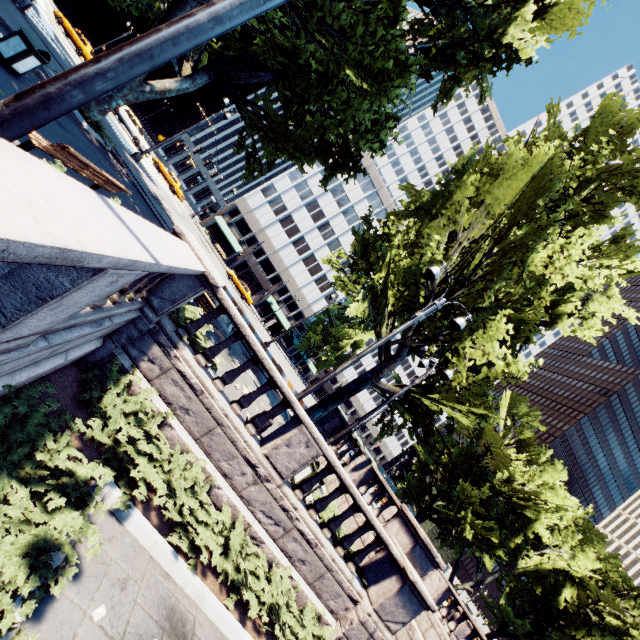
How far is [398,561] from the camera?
8.9 meters

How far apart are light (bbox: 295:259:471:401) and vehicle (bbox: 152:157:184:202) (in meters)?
35.95

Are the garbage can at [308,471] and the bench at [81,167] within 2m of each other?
no

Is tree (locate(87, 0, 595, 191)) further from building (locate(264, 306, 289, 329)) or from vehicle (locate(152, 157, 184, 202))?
vehicle (locate(152, 157, 184, 202))

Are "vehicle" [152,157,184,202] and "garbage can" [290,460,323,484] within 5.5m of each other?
no

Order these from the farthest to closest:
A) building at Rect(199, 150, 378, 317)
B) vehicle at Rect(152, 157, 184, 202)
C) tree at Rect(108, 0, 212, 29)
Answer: building at Rect(199, 150, 378, 317) < vehicle at Rect(152, 157, 184, 202) < tree at Rect(108, 0, 212, 29)

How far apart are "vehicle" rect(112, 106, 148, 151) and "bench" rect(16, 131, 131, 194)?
26.4m

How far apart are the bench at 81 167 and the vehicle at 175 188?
33.1m
